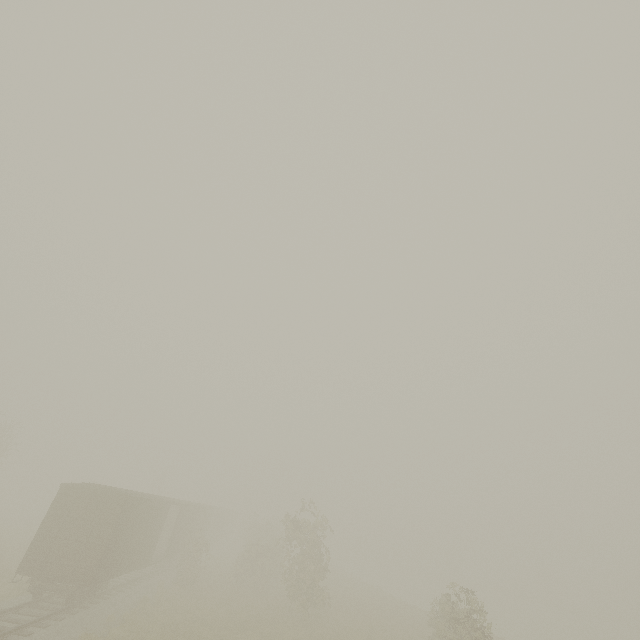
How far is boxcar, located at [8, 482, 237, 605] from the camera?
14.62m

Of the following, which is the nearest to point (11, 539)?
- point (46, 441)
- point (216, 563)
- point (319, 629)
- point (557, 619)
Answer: point (216, 563)

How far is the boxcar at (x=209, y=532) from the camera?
14.6 meters
